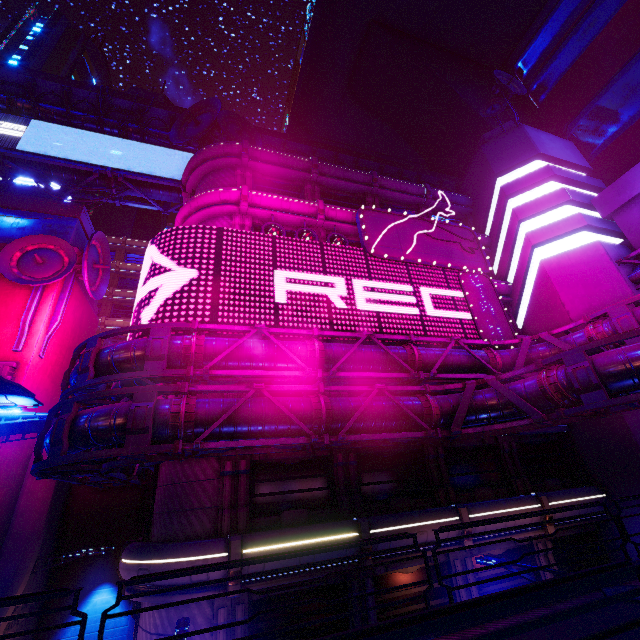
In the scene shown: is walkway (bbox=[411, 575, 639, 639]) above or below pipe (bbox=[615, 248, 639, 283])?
below

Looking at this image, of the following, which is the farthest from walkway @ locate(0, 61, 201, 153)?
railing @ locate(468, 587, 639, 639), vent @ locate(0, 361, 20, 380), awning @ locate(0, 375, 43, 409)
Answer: railing @ locate(468, 587, 639, 639)

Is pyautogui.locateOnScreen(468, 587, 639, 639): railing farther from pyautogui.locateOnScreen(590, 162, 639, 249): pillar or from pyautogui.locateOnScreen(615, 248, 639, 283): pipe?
pyautogui.locateOnScreen(590, 162, 639, 249): pillar

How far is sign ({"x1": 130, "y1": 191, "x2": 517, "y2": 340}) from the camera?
15.3 meters

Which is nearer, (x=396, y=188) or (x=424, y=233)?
(x=424, y=233)

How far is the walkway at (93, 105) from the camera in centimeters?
2727cm

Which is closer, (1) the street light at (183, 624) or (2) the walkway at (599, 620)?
(2) the walkway at (599, 620)

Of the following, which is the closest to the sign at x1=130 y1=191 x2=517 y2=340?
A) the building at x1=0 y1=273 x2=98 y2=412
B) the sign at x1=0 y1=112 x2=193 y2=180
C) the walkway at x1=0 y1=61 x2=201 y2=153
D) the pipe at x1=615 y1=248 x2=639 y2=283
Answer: the pipe at x1=615 y1=248 x2=639 y2=283
